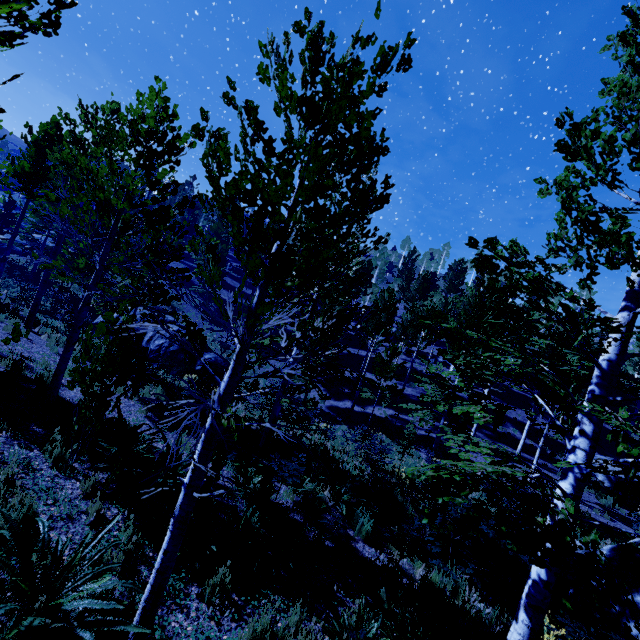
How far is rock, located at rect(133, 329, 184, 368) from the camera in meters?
18.2

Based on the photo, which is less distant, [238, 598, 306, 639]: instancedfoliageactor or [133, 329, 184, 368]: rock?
[238, 598, 306, 639]: instancedfoliageactor

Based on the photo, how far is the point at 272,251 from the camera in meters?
3.3

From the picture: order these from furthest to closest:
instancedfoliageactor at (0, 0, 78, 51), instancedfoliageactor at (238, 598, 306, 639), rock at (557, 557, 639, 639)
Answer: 1. rock at (557, 557, 639, 639)
2. instancedfoliageactor at (238, 598, 306, 639)
3. instancedfoliageactor at (0, 0, 78, 51)

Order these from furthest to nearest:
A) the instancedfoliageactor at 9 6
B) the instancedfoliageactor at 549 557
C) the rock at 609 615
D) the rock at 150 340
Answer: the rock at 150 340
the rock at 609 615
the instancedfoliageactor at 549 557
the instancedfoliageactor at 9 6

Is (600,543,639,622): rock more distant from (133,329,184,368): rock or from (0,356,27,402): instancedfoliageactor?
(133,329,184,368): rock

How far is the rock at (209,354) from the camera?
19.5m
